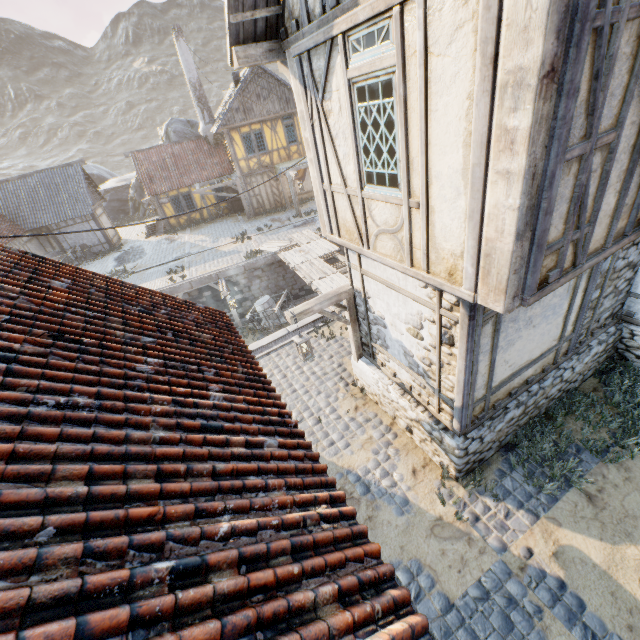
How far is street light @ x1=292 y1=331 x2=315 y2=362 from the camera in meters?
6.5 m

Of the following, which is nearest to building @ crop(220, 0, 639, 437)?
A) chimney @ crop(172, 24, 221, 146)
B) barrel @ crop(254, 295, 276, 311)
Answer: barrel @ crop(254, 295, 276, 311)

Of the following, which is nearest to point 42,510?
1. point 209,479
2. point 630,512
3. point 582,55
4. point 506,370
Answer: point 209,479

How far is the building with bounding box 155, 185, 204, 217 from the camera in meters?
24.5

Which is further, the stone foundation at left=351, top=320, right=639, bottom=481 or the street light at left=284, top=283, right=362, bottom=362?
the street light at left=284, top=283, right=362, bottom=362

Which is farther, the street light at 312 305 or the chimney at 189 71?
the chimney at 189 71

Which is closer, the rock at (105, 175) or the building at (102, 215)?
the building at (102, 215)

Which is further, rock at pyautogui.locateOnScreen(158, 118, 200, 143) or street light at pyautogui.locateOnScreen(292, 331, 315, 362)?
rock at pyautogui.locateOnScreen(158, 118, 200, 143)
